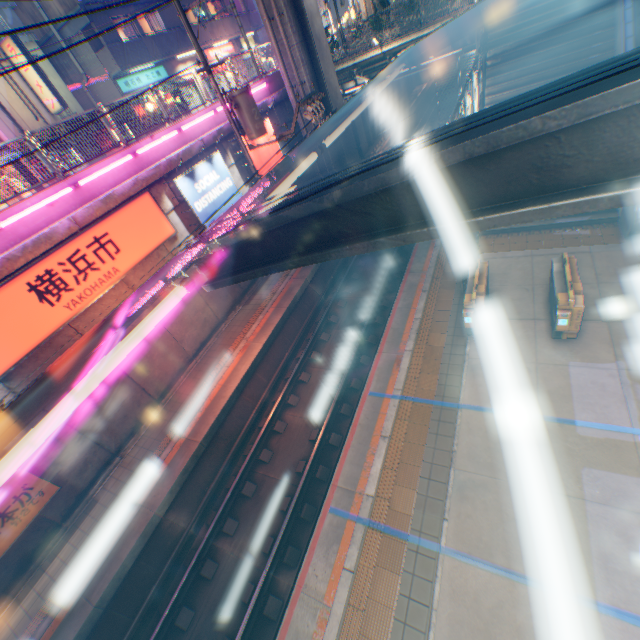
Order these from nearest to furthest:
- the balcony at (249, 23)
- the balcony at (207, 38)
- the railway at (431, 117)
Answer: the balcony at (207, 38)
the railway at (431, 117)
the balcony at (249, 23)

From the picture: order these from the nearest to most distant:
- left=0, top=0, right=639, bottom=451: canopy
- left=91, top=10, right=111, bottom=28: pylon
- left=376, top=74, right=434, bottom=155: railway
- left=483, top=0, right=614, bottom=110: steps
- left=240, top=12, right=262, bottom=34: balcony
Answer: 1. left=0, top=0, right=639, bottom=451: canopy
2. left=483, top=0, right=614, bottom=110: steps
3. left=91, top=10, right=111, bottom=28: pylon
4. left=376, top=74, right=434, bottom=155: railway
5. left=240, top=12, right=262, bottom=34: balcony

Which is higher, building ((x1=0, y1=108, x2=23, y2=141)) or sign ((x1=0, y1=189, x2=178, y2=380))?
building ((x1=0, y1=108, x2=23, y2=141))

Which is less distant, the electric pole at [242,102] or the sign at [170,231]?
the sign at [170,231]

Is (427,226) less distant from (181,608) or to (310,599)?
(310,599)

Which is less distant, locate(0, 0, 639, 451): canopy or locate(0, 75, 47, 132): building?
locate(0, 0, 639, 451): canopy

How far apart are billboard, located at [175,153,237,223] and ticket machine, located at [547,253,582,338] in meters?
10.9 m

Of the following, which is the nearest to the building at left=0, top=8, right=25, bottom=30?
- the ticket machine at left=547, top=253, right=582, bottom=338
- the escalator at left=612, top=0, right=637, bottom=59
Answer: the ticket machine at left=547, top=253, right=582, bottom=338
